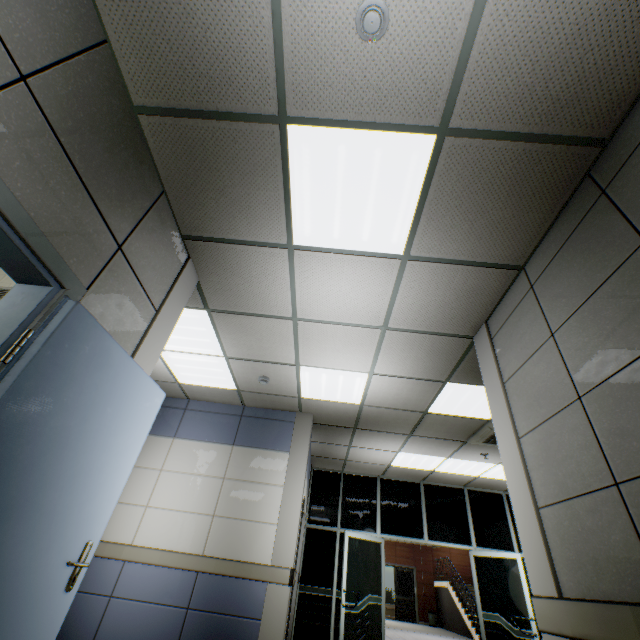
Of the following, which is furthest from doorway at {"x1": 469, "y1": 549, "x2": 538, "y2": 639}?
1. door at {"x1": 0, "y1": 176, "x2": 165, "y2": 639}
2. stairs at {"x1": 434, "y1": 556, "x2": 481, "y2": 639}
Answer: stairs at {"x1": 434, "y1": 556, "x2": 481, "y2": 639}

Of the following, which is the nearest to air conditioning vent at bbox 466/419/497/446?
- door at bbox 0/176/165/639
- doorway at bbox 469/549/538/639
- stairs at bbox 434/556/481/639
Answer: doorway at bbox 469/549/538/639

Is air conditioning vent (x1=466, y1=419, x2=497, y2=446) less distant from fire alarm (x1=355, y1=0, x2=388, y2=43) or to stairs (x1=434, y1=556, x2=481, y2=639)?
fire alarm (x1=355, y1=0, x2=388, y2=43)

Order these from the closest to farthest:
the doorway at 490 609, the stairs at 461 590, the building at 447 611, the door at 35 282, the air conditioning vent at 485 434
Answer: the door at 35 282 < the air conditioning vent at 485 434 < the doorway at 490 609 < the stairs at 461 590 < the building at 447 611

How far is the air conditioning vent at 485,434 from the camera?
5.1 meters

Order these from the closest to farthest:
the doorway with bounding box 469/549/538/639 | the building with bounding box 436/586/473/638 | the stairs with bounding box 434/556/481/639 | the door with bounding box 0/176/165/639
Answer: the door with bounding box 0/176/165/639 < the doorway with bounding box 469/549/538/639 < the stairs with bounding box 434/556/481/639 < the building with bounding box 436/586/473/638

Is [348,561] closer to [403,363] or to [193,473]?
[193,473]
